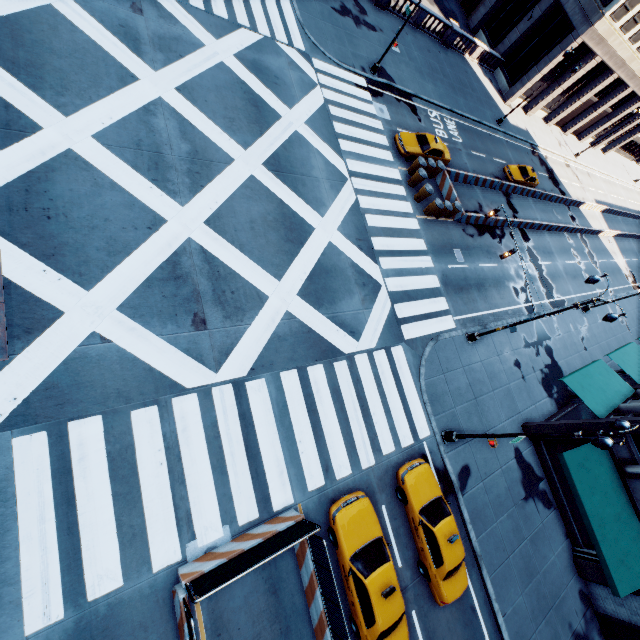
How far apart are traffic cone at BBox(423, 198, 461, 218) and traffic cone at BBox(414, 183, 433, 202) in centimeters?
105cm

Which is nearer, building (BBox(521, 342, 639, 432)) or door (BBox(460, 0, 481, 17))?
building (BBox(521, 342, 639, 432))

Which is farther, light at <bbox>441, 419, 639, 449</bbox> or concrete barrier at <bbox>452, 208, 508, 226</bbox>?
concrete barrier at <bbox>452, 208, 508, 226</bbox>

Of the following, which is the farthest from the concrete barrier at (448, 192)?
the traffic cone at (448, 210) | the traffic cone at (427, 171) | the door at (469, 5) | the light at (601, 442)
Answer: the door at (469, 5)

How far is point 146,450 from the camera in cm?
1007

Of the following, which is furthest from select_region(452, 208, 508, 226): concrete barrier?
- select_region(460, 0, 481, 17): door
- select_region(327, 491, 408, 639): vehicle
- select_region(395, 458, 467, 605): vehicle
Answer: select_region(460, 0, 481, 17): door

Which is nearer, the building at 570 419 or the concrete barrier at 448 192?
the building at 570 419

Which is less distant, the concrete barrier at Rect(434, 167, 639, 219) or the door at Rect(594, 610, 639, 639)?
the door at Rect(594, 610, 639, 639)
